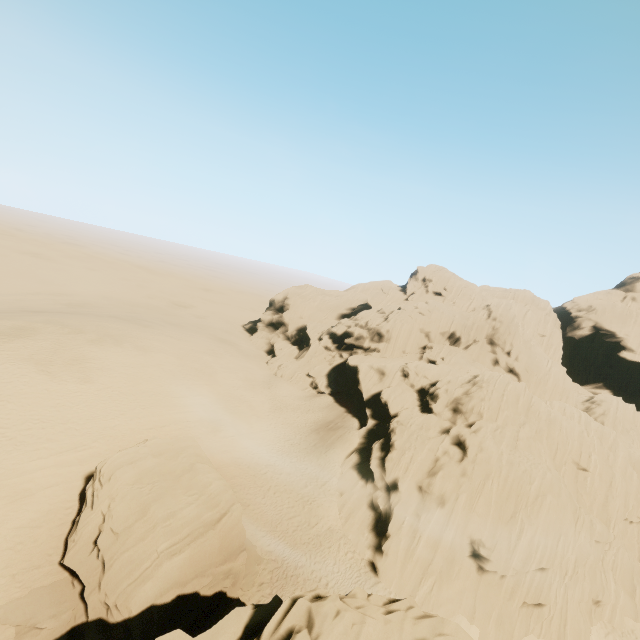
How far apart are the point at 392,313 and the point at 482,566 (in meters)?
36.92
